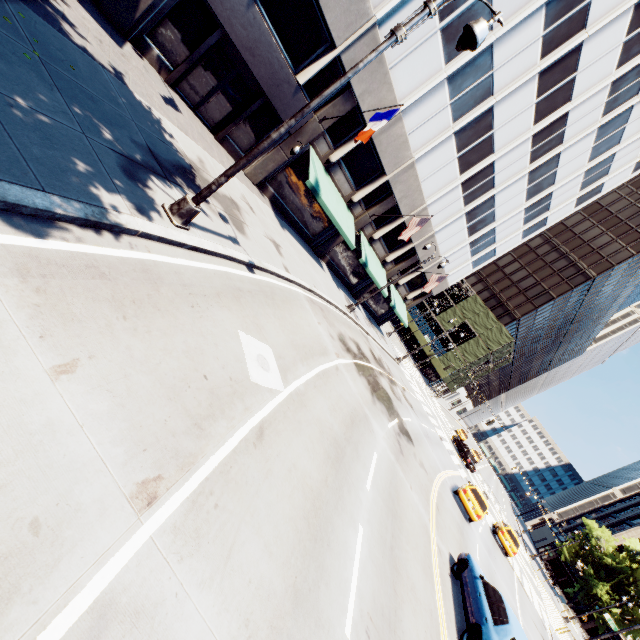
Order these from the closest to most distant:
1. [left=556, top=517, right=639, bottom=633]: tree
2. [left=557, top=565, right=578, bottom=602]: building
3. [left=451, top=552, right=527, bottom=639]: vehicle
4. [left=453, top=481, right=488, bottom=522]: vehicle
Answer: [left=451, top=552, right=527, bottom=639]: vehicle
[left=453, top=481, right=488, bottom=522]: vehicle
[left=556, top=517, right=639, bottom=633]: tree
[left=557, top=565, right=578, bottom=602]: building

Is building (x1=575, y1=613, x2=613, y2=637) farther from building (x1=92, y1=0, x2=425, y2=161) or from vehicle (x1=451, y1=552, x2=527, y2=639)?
vehicle (x1=451, y1=552, x2=527, y2=639)

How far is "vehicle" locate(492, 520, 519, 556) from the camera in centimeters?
2447cm

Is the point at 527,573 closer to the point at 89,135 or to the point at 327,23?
the point at 89,135

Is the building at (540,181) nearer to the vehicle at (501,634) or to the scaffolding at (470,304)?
the vehicle at (501,634)

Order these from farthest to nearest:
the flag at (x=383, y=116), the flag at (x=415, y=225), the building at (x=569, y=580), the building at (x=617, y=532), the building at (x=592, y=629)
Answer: the building at (x=569, y=580) < the building at (x=617, y=532) < the building at (x=592, y=629) < the flag at (x=415, y=225) < the flag at (x=383, y=116)

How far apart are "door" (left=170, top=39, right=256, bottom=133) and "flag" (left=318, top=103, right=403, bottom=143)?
5.27m

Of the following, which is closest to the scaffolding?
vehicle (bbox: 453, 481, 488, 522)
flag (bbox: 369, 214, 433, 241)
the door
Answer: vehicle (bbox: 453, 481, 488, 522)
